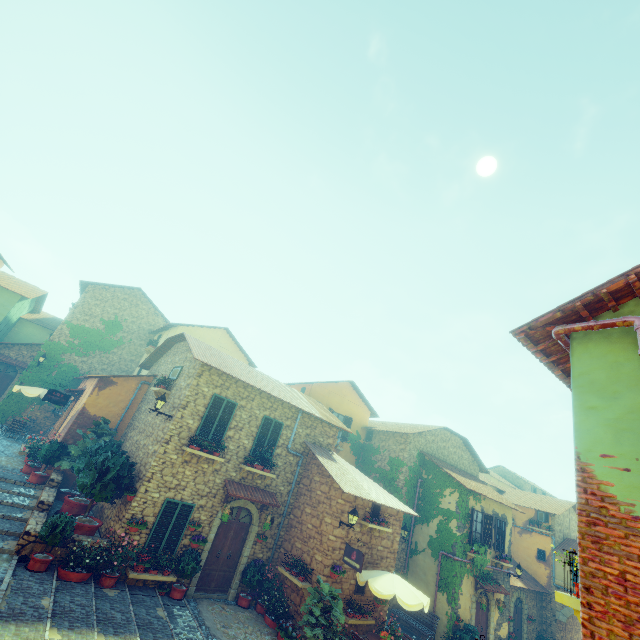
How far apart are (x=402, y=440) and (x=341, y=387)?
5.09m

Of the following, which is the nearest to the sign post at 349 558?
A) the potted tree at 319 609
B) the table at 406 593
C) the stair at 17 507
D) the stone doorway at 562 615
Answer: the table at 406 593

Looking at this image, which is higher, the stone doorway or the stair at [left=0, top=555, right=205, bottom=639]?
the stone doorway

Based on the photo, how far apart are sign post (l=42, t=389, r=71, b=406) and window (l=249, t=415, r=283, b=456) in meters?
9.6 m

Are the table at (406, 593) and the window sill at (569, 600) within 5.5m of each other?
no

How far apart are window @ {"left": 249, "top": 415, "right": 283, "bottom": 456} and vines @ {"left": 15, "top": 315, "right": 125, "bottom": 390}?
14.5m

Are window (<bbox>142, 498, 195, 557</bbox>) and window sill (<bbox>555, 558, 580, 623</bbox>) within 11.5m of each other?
yes

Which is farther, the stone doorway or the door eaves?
the stone doorway
